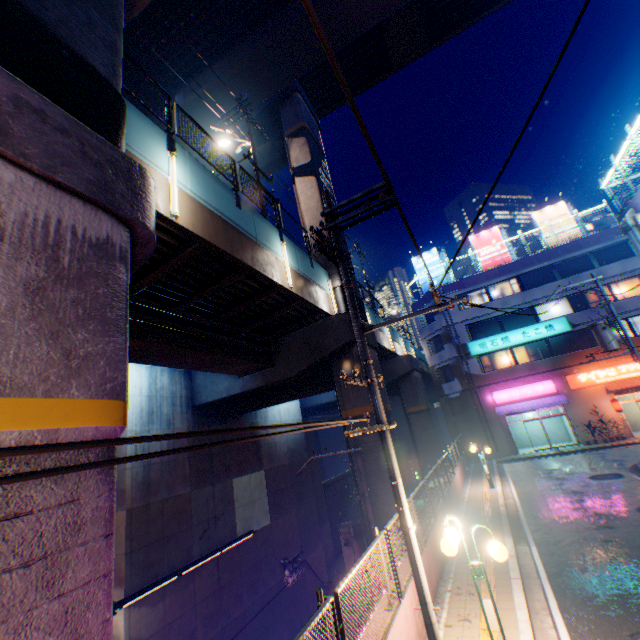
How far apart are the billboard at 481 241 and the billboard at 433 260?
3.3 meters

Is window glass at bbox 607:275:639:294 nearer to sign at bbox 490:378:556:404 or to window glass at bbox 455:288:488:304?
window glass at bbox 455:288:488:304

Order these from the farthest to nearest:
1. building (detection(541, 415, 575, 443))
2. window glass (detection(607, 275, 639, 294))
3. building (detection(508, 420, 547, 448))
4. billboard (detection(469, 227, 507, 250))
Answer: billboard (detection(469, 227, 507, 250))
building (detection(508, 420, 547, 448))
building (detection(541, 415, 575, 443))
window glass (detection(607, 275, 639, 294))

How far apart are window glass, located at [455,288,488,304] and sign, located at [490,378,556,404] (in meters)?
7.67

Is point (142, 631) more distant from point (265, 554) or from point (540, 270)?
point (540, 270)

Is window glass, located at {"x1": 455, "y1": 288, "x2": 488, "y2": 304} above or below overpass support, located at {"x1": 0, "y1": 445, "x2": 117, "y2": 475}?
above

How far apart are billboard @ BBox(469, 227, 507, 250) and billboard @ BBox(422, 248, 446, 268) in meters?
3.3

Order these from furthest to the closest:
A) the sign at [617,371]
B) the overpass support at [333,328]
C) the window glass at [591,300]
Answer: the window glass at [591,300], the sign at [617,371], the overpass support at [333,328]
